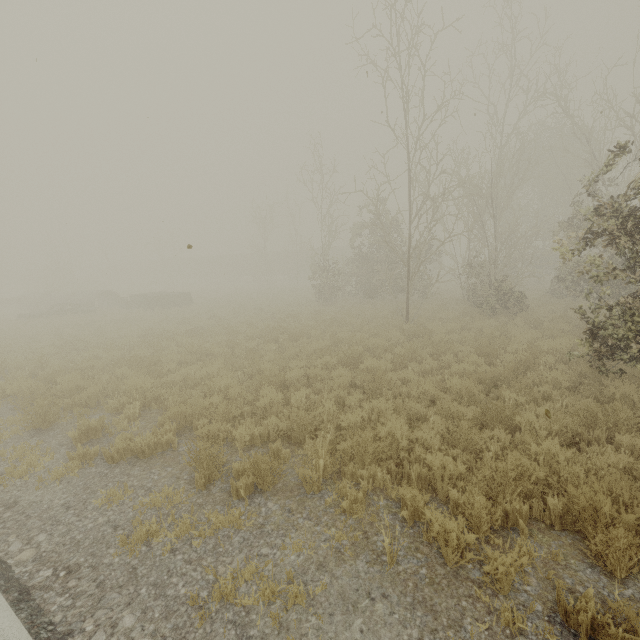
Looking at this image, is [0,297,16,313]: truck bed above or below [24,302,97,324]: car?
above

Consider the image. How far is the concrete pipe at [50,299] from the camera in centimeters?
2781cm

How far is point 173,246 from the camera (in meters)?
50.69

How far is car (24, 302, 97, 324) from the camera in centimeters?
2218cm

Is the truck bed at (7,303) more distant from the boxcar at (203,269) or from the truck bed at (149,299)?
the boxcar at (203,269)

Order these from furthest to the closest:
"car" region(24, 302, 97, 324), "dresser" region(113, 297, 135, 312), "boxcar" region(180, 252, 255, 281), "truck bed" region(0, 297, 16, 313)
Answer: "boxcar" region(180, 252, 255, 281)
"truck bed" region(0, 297, 16, 313)
"dresser" region(113, 297, 135, 312)
"car" region(24, 302, 97, 324)

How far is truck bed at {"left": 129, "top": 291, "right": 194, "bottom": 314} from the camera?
24.2 meters

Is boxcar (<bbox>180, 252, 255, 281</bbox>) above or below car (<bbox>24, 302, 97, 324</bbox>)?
above
